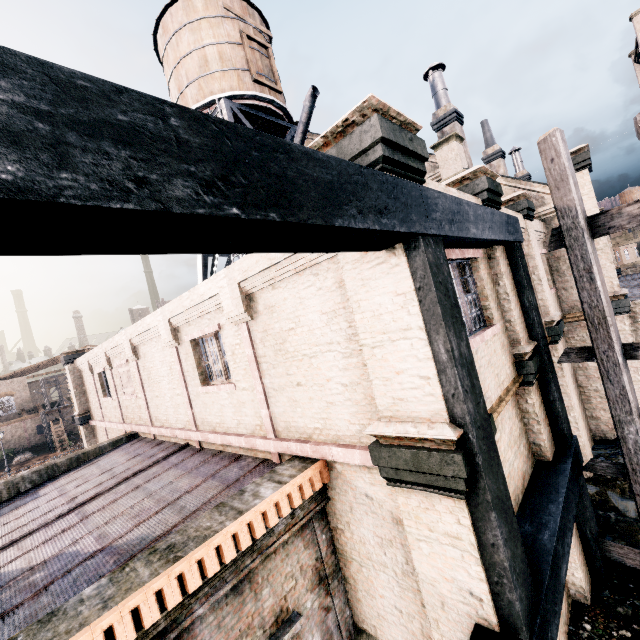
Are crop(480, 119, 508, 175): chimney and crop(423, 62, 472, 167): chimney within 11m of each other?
yes

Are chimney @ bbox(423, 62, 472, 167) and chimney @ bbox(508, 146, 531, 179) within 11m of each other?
no

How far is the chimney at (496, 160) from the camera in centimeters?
2866cm

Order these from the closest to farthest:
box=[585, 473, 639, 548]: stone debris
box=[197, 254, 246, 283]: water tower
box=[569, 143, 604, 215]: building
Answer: box=[585, 473, 639, 548]: stone debris < box=[569, 143, 604, 215]: building < box=[197, 254, 246, 283]: water tower

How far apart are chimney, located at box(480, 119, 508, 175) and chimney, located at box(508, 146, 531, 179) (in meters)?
10.78

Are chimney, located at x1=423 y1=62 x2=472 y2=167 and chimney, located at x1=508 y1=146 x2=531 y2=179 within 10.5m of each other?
no

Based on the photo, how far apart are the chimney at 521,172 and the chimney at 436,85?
22.0m

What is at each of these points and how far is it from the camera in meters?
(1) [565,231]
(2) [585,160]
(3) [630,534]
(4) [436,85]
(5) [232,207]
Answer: (1) wooden scaffolding, 7.0
(2) building, 13.1
(3) stone debris, 9.0
(4) chimney, 21.0
(5) building structure, 2.1
